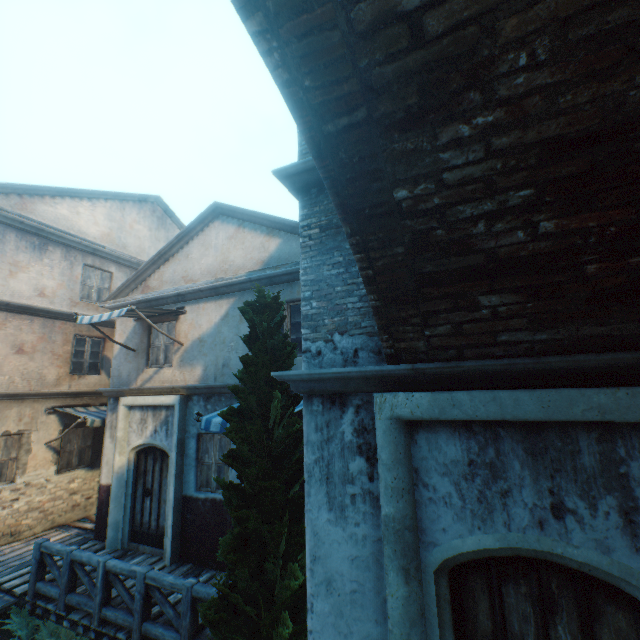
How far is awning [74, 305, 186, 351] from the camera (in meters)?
7.37

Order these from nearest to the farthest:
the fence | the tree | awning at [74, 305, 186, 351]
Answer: the tree, the fence, awning at [74, 305, 186, 351]

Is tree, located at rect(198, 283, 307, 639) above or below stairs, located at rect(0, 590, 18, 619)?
above

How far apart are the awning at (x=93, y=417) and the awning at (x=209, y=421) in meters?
5.3

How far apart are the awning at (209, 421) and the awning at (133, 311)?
2.5 meters

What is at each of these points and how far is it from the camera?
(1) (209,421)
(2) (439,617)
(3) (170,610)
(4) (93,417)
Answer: (1) awning, 5.8 meters
(2) building, 2.6 meters
(3) fence, 4.9 meters
(4) awning, 9.6 meters

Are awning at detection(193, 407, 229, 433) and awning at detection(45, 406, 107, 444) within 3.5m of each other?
no

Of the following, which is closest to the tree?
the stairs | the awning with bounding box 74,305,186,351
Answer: the awning with bounding box 74,305,186,351
